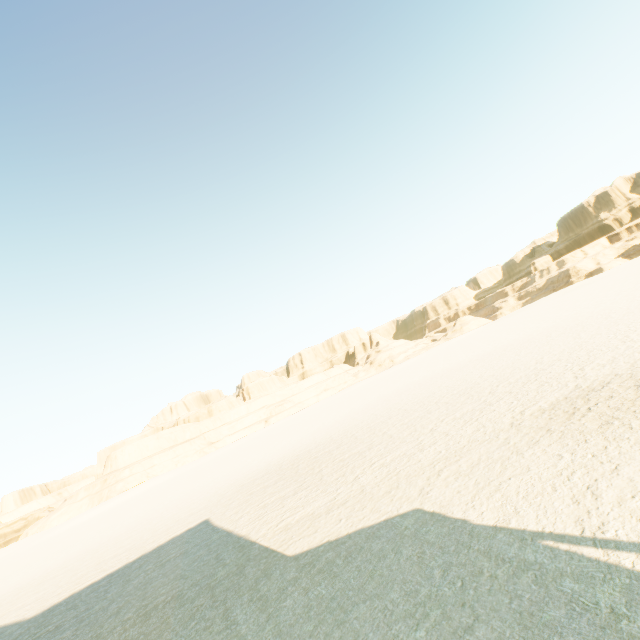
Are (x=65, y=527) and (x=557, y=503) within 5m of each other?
no
